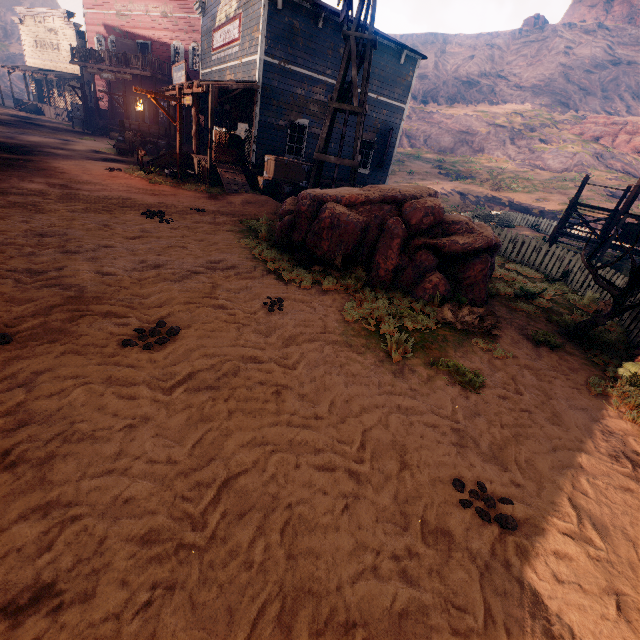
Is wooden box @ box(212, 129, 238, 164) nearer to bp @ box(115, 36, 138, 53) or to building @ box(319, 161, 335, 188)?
building @ box(319, 161, 335, 188)

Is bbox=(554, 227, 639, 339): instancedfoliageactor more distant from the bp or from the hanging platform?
the bp

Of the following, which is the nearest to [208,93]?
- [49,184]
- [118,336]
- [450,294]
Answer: [49,184]

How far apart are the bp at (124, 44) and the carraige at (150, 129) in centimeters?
816cm

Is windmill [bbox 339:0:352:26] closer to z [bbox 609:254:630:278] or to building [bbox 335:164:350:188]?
z [bbox 609:254:630:278]

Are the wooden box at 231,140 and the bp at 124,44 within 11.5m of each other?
no

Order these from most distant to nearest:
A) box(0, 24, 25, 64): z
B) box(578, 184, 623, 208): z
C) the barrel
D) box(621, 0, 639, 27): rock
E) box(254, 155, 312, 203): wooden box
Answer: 1. box(621, 0, 639, 27): rock
2. box(0, 24, 25, 64): z
3. box(578, 184, 623, 208): z
4. the barrel
5. box(254, 155, 312, 203): wooden box

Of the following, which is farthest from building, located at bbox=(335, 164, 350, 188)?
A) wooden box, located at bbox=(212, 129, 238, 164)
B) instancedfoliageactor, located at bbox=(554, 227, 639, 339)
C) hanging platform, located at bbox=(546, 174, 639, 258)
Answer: instancedfoliageactor, located at bbox=(554, 227, 639, 339)
